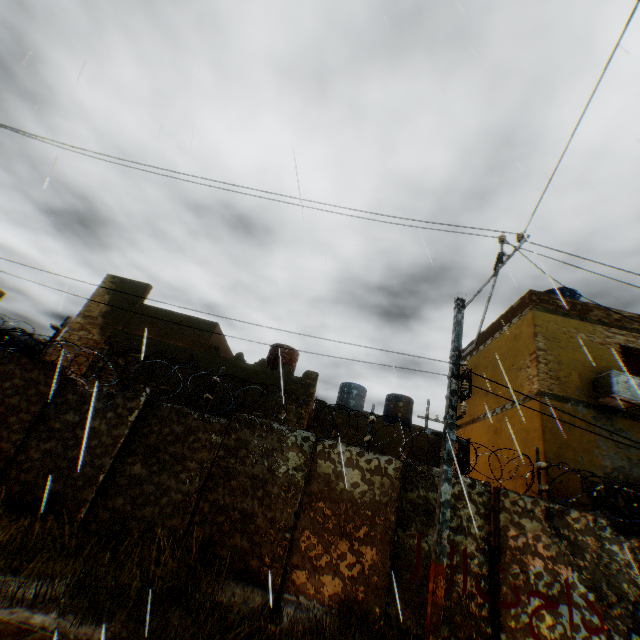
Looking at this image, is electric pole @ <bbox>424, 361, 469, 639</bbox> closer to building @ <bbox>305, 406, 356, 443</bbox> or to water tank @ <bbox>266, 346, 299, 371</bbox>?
building @ <bbox>305, 406, 356, 443</bbox>

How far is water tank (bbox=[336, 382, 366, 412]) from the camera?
18.0m

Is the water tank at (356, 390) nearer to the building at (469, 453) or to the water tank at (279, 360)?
the building at (469, 453)

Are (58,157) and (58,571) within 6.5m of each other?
yes

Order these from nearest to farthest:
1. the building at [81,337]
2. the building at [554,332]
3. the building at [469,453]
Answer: the building at [554,332], the building at [81,337], the building at [469,453]

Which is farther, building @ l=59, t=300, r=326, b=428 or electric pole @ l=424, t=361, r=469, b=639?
building @ l=59, t=300, r=326, b=428

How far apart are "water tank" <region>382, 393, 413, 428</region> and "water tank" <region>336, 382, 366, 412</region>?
1.1m

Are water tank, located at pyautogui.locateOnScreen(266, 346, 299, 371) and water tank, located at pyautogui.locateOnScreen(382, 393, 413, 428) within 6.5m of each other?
yes
